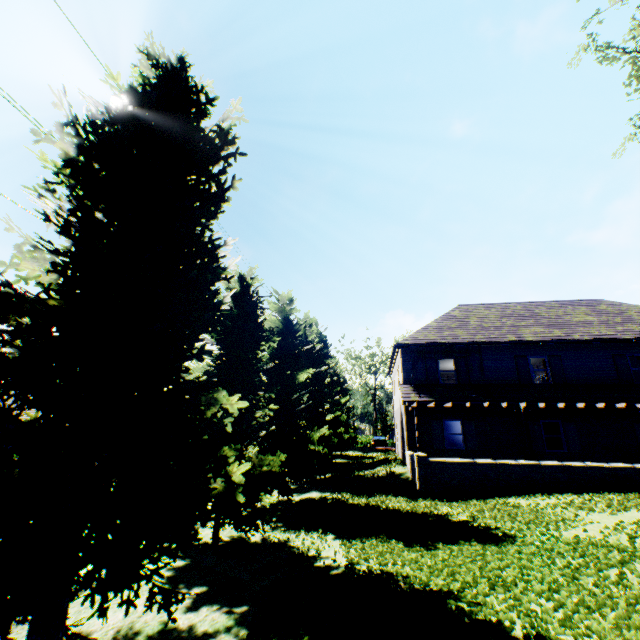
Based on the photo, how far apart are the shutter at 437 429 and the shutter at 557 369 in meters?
6.4 m

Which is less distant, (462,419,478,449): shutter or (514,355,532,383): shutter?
(462,419,478,449): shutter

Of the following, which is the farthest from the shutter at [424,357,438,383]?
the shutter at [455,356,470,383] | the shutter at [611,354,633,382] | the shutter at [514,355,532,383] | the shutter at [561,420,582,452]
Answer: the shutter at [611,354,633,382]

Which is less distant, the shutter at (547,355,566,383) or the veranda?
the veranda

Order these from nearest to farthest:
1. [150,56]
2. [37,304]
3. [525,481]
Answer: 1. [37,304]
2. [150,56]
3. [525,481]

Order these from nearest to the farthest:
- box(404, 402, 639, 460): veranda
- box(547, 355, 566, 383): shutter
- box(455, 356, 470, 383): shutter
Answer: box(404, 402, 639, 460): veranda < box(547, 355, 566, 383): shutter < box(455, 356, 470, 383): shutter

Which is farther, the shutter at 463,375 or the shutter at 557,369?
the shutter at 463,375

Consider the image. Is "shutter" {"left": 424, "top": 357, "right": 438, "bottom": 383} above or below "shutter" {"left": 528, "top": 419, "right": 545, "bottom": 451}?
above
